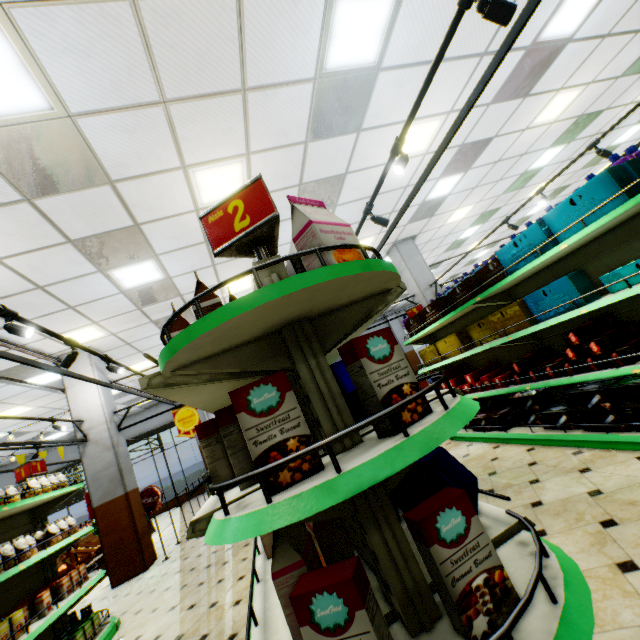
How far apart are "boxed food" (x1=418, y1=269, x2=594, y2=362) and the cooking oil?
6.1m

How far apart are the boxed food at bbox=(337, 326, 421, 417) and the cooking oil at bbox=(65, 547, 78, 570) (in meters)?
5.76

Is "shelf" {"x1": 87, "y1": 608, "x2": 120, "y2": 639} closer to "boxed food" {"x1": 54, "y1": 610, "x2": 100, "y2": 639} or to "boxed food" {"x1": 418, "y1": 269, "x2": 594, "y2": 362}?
"boxed food" {"x1": 54, "y1": 610, "x2": 100, "y2": 639}

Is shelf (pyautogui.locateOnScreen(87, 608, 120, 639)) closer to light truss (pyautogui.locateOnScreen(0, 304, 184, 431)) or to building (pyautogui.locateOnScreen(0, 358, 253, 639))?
building (pyautogui.locateOnScreen(0, 358, 253, 639))

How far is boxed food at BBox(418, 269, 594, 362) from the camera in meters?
3.0 m

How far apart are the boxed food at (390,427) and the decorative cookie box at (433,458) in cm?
45

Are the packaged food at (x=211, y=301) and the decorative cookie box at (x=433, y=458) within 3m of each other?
yes

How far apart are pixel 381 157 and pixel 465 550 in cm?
602
